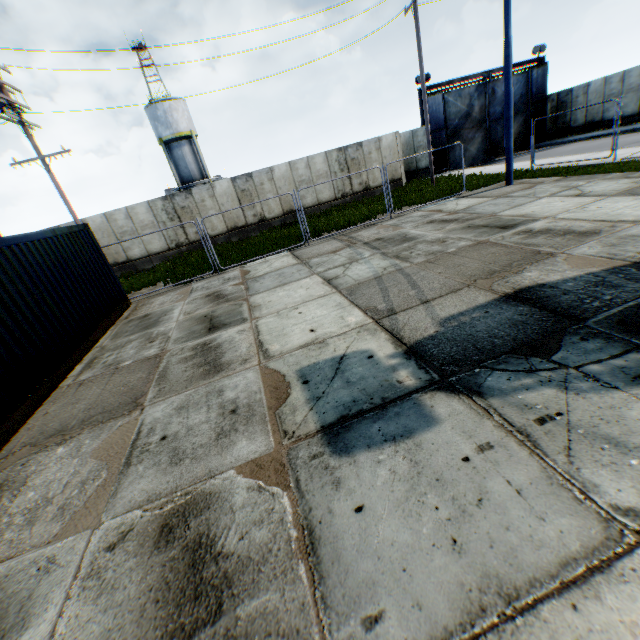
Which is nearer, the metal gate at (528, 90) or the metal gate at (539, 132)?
the metal gate at (528, 90)

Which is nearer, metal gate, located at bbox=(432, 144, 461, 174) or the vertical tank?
metal gate, located at bbox=(432, 144, 461, 174)

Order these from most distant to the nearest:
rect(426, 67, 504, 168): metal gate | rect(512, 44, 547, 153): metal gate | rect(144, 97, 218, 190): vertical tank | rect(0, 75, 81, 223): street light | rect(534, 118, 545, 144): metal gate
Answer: rect(144, 97, 218, 190): vertical tank → rect(534, 118, 545, 144): metal gate → rect(512, 44, 547, 153): metal gate → rect(426, 67, 504, 168): metal gate → rect(0, 75, 81, 223): street light

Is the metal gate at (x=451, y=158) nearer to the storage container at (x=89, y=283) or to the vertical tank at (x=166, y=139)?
the vertical tank at (x=166, y=139)

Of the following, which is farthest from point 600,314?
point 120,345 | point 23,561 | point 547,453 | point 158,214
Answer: point 158,214

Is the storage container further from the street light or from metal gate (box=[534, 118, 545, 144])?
metal gate (box=[534, 118, 545, 144])

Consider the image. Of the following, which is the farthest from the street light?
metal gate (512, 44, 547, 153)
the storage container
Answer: metal gate (512, 44, 547, 153)

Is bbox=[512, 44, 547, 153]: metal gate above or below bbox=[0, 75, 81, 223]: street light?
below
